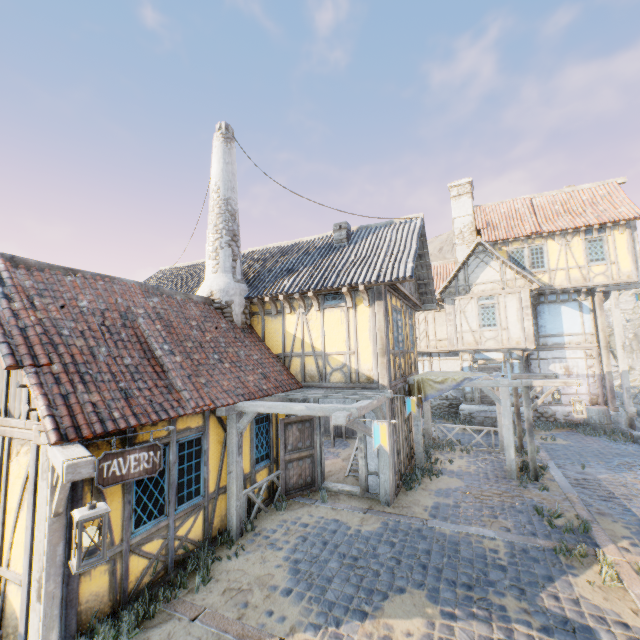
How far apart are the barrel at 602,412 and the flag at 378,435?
14.9m

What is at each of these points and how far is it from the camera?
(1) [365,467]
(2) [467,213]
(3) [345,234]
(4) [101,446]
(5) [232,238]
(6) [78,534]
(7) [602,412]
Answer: (1) building, 8.9 meters
(2) chimney, 20.2 meters
(3) chimney, 11.7 meters
(4) building, 4.9 meters
(5) chimney, 10.7 meters
(6) street light, 3.3 meters
(7) barrel, 14.7 meters

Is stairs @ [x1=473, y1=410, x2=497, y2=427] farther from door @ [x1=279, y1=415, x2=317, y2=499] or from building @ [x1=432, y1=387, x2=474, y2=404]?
door @ [x1=279, y1=415, x2=317, y2=499]

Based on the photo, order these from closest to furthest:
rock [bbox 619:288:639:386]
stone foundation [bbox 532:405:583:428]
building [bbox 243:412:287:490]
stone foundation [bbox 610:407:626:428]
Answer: building [bbox 243:412:287:490] → stone foundation [bbox 610:407:626:428] → stone foundation [bbox 532:405:583:428] → rock [bbox 619:288:639:386]

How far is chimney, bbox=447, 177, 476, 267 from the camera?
20.08m

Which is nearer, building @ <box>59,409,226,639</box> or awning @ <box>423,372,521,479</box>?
building @ <box>59,409,226,639</box>

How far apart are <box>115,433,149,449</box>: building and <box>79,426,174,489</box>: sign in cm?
30

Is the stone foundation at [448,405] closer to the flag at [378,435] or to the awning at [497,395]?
the awning at [497,395]
